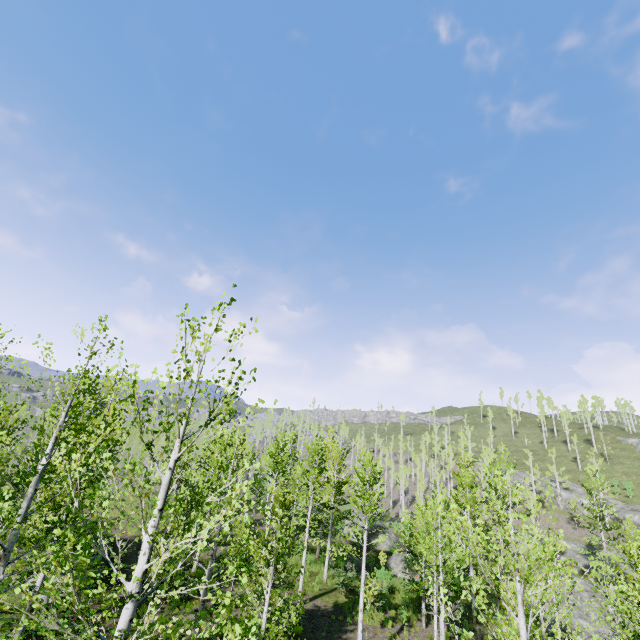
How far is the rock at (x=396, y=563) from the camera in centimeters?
2694cm

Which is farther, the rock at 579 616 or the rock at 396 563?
the rock at 396 563

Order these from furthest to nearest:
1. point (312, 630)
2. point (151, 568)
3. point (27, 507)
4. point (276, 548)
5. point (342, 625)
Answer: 1. point (342, 625)
2. point (312, 630)
3. point (151, 568)
4. point (276, 548)
5. point (27, 507)

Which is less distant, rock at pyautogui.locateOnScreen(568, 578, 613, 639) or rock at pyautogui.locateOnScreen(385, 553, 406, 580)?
rock at pyautogui.locateOnScreen(568, 578, 613, 639)

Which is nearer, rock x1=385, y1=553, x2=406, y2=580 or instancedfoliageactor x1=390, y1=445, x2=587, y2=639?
instancedfoliageactor x1=390, y1=445, x2=587, y2=639

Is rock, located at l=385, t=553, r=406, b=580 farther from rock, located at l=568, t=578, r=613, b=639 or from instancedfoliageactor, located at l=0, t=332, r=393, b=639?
rock, located at l=568, t=578, r=613, b=639

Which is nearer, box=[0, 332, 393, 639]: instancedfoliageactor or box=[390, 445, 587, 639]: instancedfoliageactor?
box=[0, 332, 393, 639]: instancedfoliageactor
